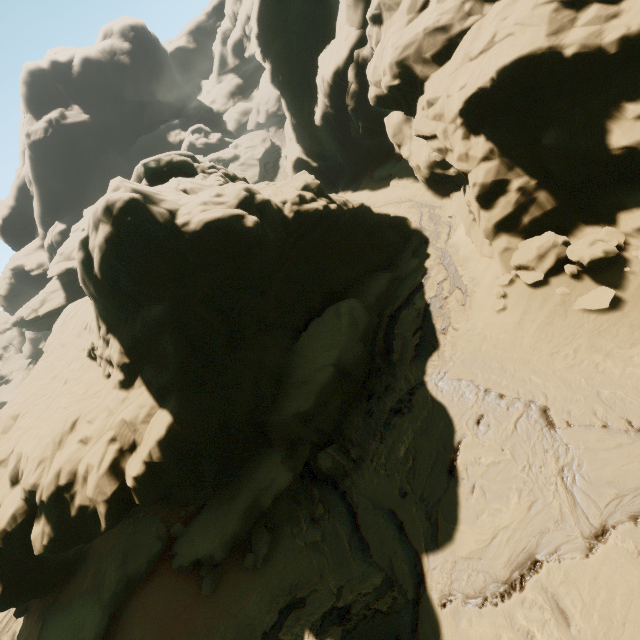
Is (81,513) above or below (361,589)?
above

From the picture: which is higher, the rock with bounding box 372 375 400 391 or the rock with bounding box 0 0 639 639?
the rock with bounding box 0 0 639 639

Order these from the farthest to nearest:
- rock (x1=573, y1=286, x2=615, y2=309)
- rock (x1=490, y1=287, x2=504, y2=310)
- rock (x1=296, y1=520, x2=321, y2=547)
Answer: rock (x1=490, y1=287, x2=504, y2=310)
rock (x1=296, y1=520, x2=321, y2=547)
rock (x1=573, y1=286, x2=615, y2=309)

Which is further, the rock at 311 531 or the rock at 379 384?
the rock at 379 384

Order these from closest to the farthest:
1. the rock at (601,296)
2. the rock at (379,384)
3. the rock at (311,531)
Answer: the rock at (601,296) → the rock at (311,531) → the rock at (379,384)

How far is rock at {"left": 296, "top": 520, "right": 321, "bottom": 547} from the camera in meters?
10.4 m
